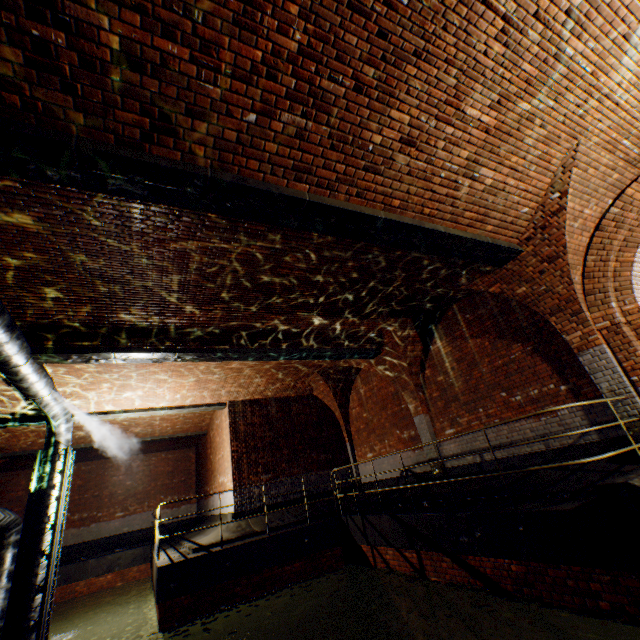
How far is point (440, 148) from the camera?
4.4 meters

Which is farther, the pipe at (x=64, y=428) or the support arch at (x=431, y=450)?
the support arch at (x=431, y=450)

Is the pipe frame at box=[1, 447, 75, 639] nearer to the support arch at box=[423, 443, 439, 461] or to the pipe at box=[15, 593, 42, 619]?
the pipe at box=[15, 593, 42, 619]

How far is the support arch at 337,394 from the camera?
12.81m

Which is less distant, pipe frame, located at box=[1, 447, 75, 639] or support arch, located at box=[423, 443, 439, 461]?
pipe frame, located at box=[1, 447, 75, 639]

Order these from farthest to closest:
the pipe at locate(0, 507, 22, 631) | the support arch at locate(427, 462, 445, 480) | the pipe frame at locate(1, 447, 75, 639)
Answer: the pipe at locate(0, 507, 22, 631) < the support arch at locate(427, 462, 445, 480) < the pipe frame at locate(1, 447, 75, 639)

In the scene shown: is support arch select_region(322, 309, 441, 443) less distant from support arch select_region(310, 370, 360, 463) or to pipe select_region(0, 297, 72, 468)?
support arch select_region(310, 370, 360, 463)

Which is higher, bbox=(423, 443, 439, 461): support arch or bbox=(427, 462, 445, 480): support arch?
bbox=(423, 443, 439, 461): support arch
